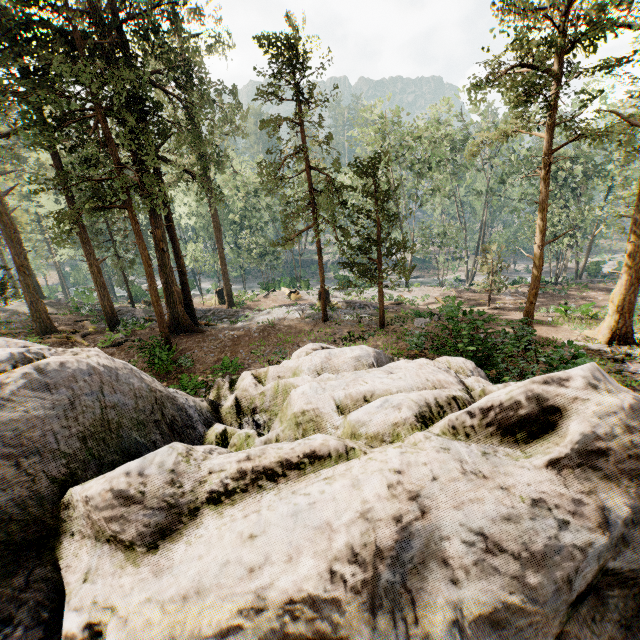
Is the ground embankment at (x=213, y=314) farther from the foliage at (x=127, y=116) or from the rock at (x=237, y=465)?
the rock at (x=237, y=465)

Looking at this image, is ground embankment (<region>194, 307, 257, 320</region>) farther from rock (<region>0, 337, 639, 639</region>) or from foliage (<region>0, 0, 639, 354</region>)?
rock (<region>0, 337, 639, 639</region>)

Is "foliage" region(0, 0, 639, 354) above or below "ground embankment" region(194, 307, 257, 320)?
above

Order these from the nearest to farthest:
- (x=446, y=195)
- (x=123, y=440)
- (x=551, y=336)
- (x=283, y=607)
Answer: (x=283, y=607)
(x=123, y=440)
(x=551, y=336)
(x=446, y=195)

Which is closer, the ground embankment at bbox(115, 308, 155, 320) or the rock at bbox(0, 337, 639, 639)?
the rock at bbox(0, 337, 639, 639)

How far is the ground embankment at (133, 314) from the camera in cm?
2495

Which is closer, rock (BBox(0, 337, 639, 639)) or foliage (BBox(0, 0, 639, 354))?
rock (BBox(0, 337, 639, 639))
